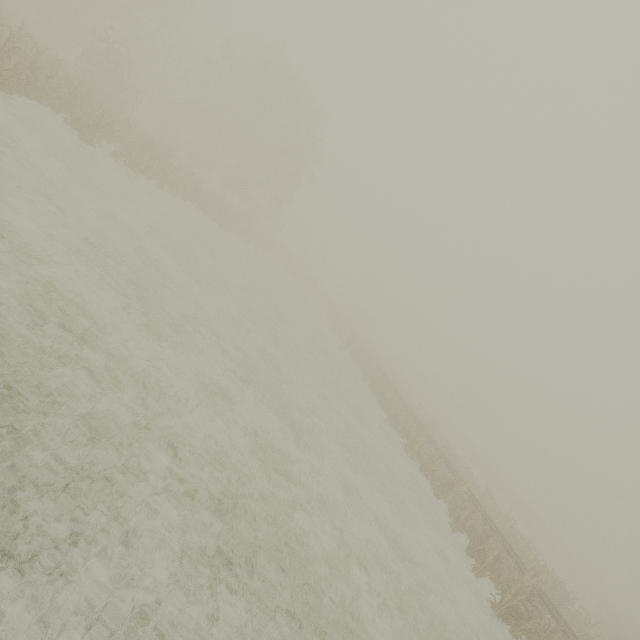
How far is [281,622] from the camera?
5.2m
